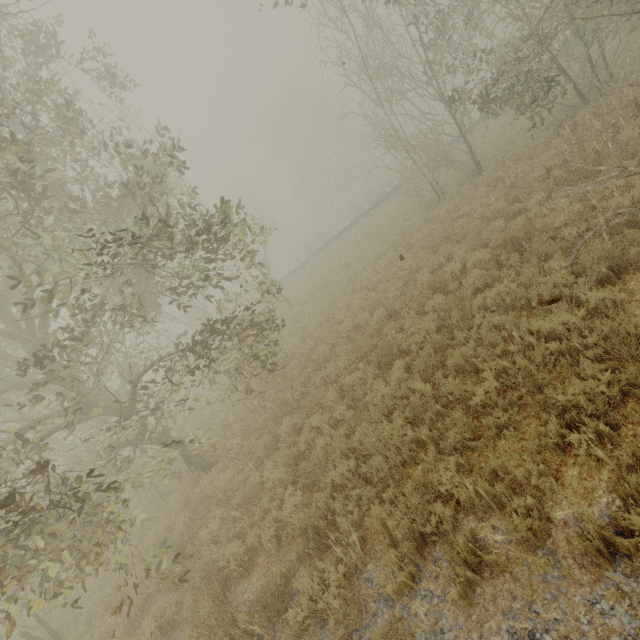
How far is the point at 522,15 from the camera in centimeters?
1077cm
